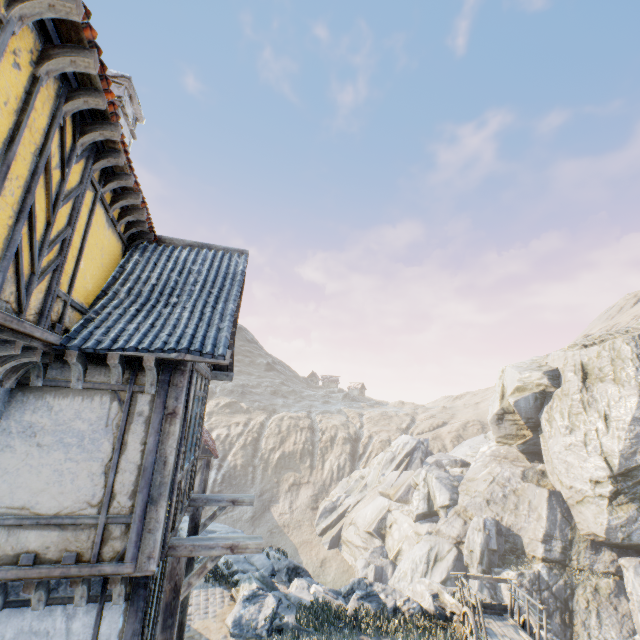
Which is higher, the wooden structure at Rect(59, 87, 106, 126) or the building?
the wooden structure at Rect(59, 87, 106, 126)

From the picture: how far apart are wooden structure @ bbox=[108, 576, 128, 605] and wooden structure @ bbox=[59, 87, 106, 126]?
5.9m

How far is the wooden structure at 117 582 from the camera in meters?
4.4

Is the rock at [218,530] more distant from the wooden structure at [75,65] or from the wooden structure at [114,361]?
the wooden structure at [75,65]

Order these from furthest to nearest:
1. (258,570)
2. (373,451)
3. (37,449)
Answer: (373,451) → (258,570) → (37,449)

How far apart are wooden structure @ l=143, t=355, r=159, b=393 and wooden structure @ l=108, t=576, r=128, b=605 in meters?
2.5 m

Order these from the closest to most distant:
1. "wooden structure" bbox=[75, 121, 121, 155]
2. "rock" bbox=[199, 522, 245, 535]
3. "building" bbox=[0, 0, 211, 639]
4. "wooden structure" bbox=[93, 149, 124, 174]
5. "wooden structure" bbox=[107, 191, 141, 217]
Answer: "building" bbox=[0, 0, 211, 639], "wooden structure" bbox=[75, 121, 121, 155], "wooden structure" bbox=[93, 149, 124, 174], "wooden structure" bbox=[107, 191, 141, 217], "rock" bbox=[199, 522, 245, 535]

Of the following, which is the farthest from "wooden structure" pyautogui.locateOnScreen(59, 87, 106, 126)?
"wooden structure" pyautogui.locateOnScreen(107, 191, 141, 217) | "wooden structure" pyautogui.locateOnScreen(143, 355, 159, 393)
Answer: "wooden structure" pyautogui.locateOnScreen(143, 355, 159, 393)
